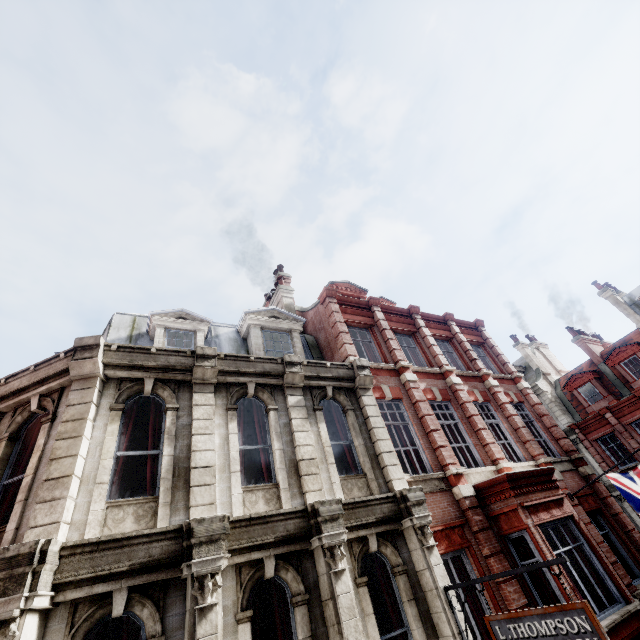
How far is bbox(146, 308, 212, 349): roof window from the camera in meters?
9.9 m

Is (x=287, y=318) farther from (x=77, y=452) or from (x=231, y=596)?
(x=231, y=596)

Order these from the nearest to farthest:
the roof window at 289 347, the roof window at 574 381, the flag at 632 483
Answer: the flag at 632 483 → the roof window at 289 347 → the roof window at 574 381

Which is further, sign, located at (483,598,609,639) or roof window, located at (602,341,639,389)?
roof window, located at (602,341,639,389)

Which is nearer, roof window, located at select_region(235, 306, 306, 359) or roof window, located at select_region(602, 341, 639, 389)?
roof window, located at select_region(235, 306, 306, 359)

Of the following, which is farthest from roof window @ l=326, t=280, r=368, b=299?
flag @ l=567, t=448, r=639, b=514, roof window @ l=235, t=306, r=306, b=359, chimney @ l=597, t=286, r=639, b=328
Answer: chimney @ l=597, t=286, r=639, b=328

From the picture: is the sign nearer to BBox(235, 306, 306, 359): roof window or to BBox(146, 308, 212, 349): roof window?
BBox(146, 308, 212, 349): roof window

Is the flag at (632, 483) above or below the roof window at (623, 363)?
below
